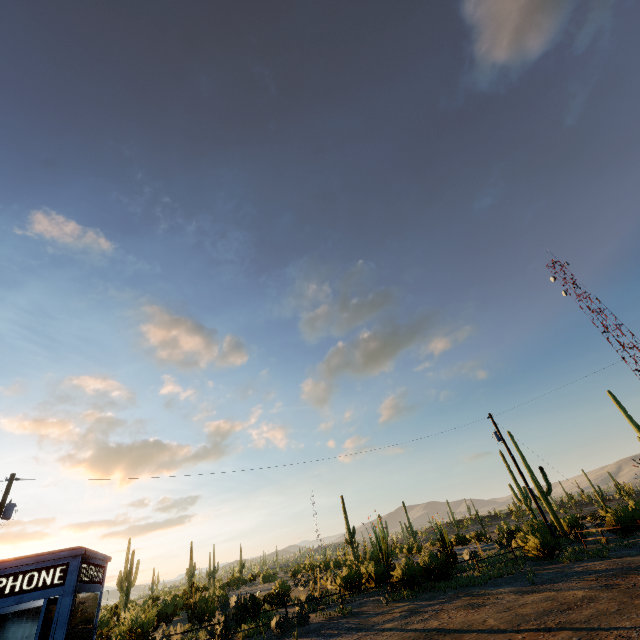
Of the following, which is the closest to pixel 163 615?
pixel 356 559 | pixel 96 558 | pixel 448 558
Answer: pixel 448 558
